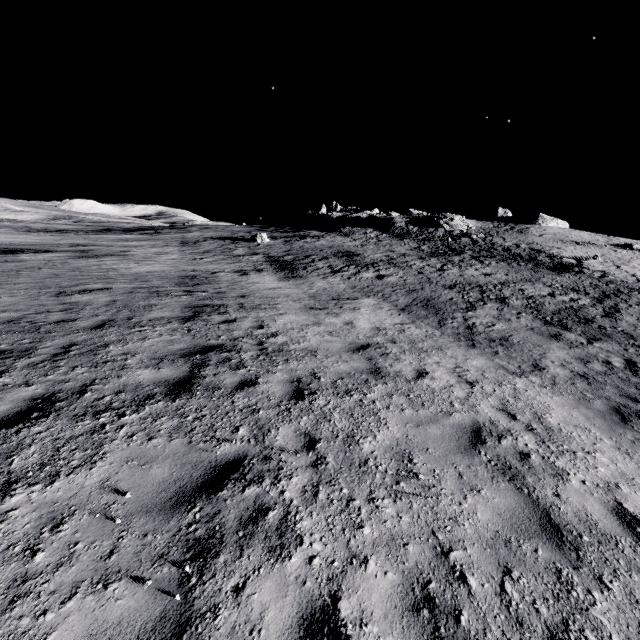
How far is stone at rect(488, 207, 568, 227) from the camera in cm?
5406

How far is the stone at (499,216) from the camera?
54.06m

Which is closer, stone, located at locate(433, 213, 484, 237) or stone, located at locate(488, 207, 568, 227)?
stone, located at locate(433, 213, 484, 237)

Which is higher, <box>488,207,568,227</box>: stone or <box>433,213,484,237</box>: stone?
<box>488,207,568,227</box>: stone

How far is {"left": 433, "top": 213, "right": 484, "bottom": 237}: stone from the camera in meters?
41.5 m

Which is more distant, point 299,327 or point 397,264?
point 397,264

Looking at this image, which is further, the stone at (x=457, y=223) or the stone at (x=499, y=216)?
the stone at (x=499, y=216)
